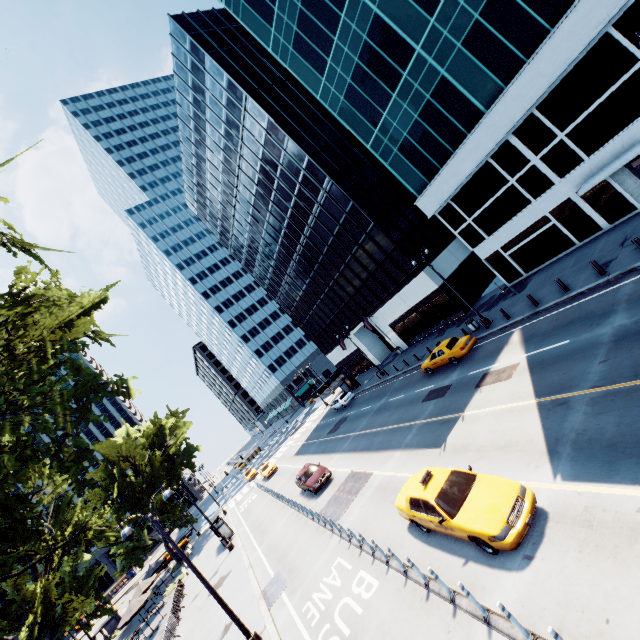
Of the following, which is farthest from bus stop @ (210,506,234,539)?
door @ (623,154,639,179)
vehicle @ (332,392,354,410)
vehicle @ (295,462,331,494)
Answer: door @ (623,154,639,179)

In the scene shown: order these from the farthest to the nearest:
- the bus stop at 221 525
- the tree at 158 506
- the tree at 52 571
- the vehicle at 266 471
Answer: the vehicle at 266 471 → the tree at 158 506 → the bus stop at 221 525 → the tree at 52 571

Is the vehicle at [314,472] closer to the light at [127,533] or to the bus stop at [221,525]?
the light at [127,533]

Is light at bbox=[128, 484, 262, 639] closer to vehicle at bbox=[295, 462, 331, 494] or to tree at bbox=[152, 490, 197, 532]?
tree at bbox=[152, 490, 197, 532]

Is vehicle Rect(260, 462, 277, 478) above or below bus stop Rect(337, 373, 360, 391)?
below

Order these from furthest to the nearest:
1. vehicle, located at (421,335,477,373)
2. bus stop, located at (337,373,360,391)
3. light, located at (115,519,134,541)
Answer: bus stop, located at (337,373,360,391), vehicle, located at (421,335,477,373), light, located at (115,519,134,541)

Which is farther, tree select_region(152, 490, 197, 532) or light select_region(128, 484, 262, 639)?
tree select_region(152, 490, 197, 532)

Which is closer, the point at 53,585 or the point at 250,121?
the point at 53,585
